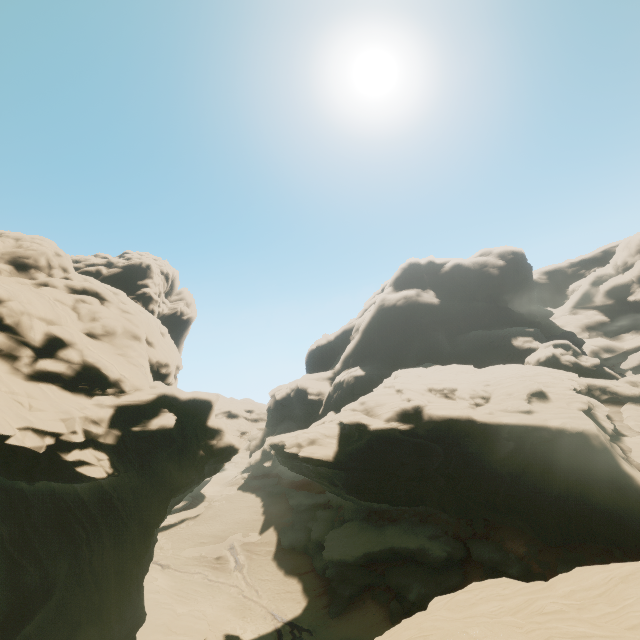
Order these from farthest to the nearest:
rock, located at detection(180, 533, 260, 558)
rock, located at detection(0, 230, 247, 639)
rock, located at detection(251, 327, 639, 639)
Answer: rock, located at detection(180, 533, 260, 558)
rock, located at detection(0, 230, 247, 639)
rock, located at detection(251, 327, 639, 639)

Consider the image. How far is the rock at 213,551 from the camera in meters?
42.7 m

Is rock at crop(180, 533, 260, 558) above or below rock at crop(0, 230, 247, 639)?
below

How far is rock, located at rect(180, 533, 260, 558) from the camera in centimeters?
4266cm

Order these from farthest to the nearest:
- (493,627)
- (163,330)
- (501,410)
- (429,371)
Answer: (429,371), (163,330), (501,410), (493,627)

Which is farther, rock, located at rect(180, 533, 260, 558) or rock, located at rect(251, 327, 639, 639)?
rock, located at rect(180, 533, 260, 558)

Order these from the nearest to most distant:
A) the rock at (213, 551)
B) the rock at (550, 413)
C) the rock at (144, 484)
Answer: the rock at (550, 413)
the rock at (144, 484)
the rock at (213, 551)
